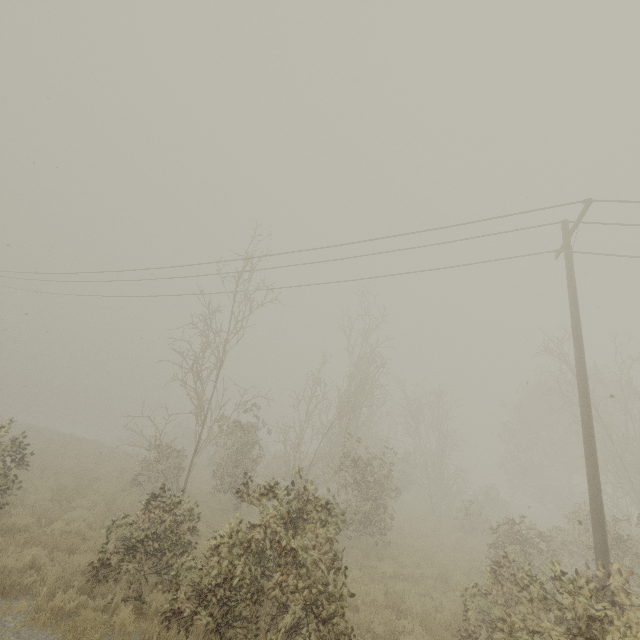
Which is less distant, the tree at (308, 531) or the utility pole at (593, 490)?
the tree at (308, 531)

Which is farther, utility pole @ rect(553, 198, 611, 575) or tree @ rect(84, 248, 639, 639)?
utility pole @ rect(553, 198, 611, 575)

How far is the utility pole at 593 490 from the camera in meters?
7.5

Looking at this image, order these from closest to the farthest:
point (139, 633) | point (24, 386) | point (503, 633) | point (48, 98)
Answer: point (139, 633)
point (503, 633)
point (48, 98)
point (24, 386)

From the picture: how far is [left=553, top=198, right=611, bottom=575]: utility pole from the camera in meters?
7.5
